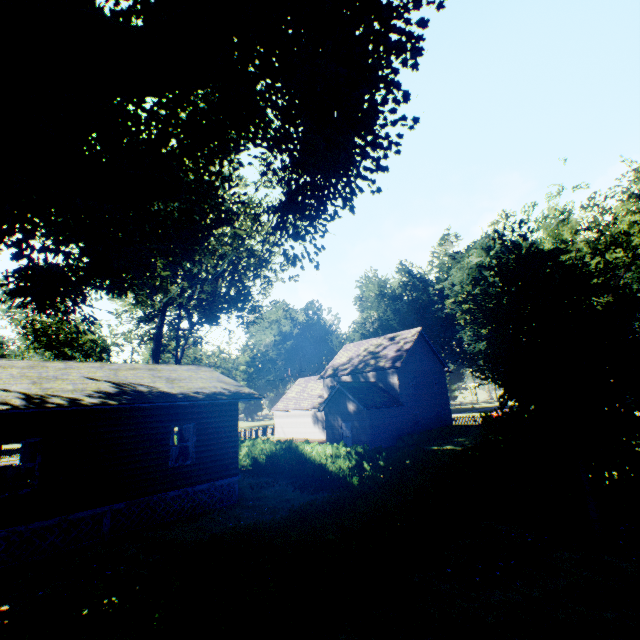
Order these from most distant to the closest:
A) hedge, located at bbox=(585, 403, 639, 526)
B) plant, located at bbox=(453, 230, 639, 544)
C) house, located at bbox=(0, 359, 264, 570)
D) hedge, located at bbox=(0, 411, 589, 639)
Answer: house, located at bbox=(0, 359, 264, 570), hedge, located at bbox=(585, 403, 639, 526), plant, located at bbox=(453, 230, 639, 544), hedge, located at bbox=(0, 411, 589, 639)

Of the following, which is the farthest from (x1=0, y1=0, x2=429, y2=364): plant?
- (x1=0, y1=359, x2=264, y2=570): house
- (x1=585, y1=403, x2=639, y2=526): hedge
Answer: (x1=0, y1=359, x2=264, y2=570): house

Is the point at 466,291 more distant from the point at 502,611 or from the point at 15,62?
the point at 15,62

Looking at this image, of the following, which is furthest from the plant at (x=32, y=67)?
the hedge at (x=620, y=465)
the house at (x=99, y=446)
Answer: the house at (x=99, y=446)

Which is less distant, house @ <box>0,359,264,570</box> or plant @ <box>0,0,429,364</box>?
plant @ <box>0,0,429,364</box>

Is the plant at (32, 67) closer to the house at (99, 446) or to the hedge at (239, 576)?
the hedge at (239, 576)
